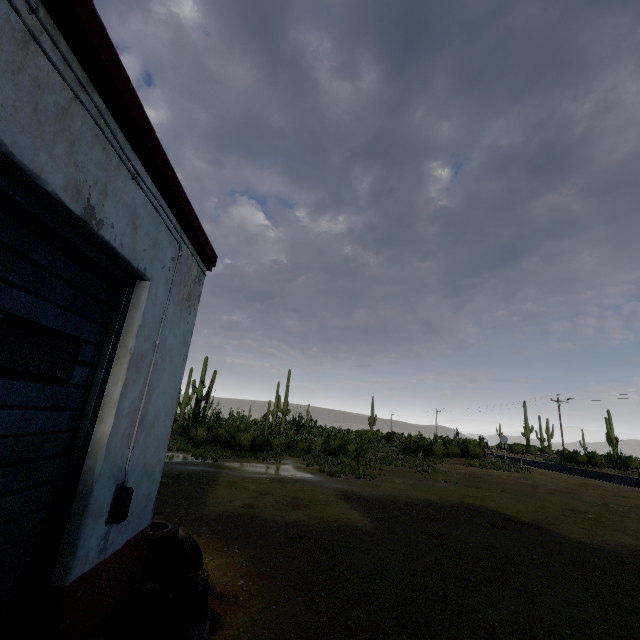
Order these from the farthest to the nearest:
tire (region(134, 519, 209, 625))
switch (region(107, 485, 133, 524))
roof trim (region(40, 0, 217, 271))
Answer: tire (region(134, 519, 209, 625)) < switch (region(107, 485, 133, 524)) < roof trim (region(40, 0, 217, 271))

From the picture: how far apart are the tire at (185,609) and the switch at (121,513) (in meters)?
1.15

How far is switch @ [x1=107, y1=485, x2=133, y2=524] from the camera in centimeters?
274cm

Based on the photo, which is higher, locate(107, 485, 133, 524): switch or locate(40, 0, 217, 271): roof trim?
locate(40, 0, 217, 271): roof trim

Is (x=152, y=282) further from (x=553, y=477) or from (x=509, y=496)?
(x=553, y=477)

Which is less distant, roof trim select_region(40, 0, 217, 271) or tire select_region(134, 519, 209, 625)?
roof trim select_region(40, 0, 217, 271)

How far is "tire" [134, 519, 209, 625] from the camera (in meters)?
3.26

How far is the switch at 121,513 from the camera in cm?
274
